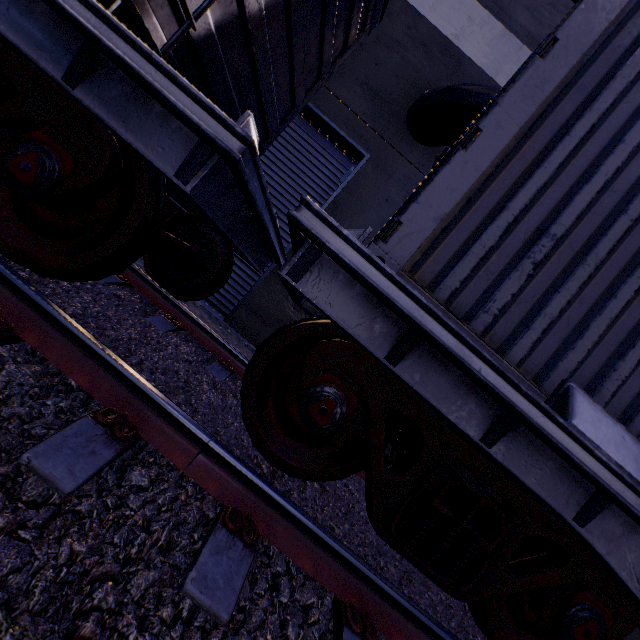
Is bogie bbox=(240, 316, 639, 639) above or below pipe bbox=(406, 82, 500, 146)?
below

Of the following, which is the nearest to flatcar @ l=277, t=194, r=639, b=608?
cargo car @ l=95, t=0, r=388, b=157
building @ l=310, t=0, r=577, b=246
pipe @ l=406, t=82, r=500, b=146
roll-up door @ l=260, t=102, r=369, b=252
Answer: cargo car @ l=95, t=0, r=388, b=157

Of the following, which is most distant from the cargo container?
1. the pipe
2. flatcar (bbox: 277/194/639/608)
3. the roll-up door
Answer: the roll-up door

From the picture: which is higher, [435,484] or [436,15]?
[436,15]

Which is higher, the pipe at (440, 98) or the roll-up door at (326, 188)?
the pipe at (440, 98)

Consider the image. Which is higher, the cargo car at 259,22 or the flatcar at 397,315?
the cargo car at 259,22

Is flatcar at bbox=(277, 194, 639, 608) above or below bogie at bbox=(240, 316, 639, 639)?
above

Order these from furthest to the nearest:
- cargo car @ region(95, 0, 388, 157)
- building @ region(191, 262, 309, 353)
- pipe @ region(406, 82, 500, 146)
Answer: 1. building @ region(191, 262, 309, 353)
2. pipe @ region(406, 82, 500, 146)
3. cargo car @ region(95, 0, 388, 157)
